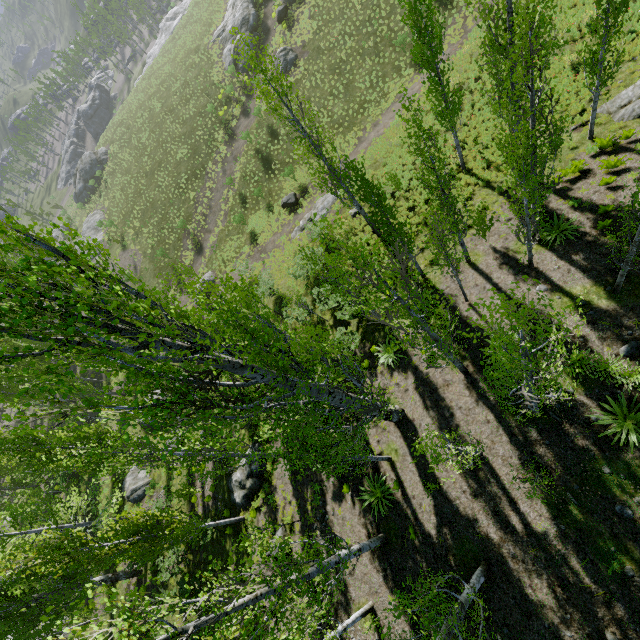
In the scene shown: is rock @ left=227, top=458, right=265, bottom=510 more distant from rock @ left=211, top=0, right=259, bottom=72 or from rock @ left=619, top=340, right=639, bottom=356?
rock @ left=211, top=0, right=259, bottom=72

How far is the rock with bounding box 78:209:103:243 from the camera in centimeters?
4611cm

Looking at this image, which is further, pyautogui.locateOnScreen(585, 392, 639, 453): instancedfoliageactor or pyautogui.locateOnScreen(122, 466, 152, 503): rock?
pyautogui.locateOnScreen(122, 466, 152, 503): rock

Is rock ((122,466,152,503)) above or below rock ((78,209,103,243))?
below

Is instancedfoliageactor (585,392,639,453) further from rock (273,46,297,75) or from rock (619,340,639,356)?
rock (273,46,297,75)

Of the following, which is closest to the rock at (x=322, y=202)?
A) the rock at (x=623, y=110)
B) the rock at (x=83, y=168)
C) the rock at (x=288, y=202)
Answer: the rock at (x=288, y=202)

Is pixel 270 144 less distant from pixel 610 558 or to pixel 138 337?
pixel 138 337

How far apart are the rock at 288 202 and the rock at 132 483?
25.70m
